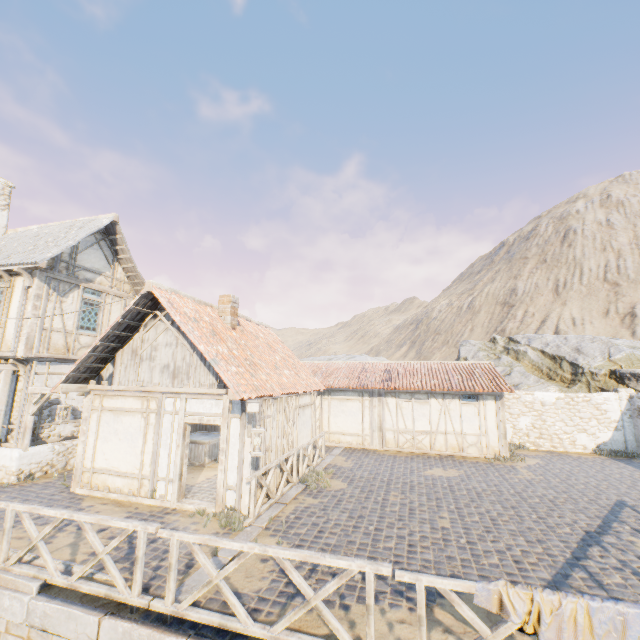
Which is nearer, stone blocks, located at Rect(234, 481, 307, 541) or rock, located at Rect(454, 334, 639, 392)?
stone blocks, located at Rect(234, 481, 307, 541)

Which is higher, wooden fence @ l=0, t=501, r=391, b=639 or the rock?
the rock

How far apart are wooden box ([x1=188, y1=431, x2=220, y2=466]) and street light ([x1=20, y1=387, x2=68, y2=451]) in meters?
3.6

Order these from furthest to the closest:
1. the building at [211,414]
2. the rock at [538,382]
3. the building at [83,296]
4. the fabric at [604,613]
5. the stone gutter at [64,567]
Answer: the rock at [538,382], the building at [83,296], the building at [211,414], the stone gutter at [64,567], the fabric at [604,613]

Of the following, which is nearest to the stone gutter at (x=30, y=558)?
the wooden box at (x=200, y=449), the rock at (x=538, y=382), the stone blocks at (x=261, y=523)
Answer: the stone blocks at (x=261, y=523)

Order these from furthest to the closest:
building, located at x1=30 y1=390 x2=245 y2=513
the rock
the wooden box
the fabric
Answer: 1. the rock
2. the wooden box
3. building, located at x1=30 y1=390 x2=245 y2=513
4. the fabric

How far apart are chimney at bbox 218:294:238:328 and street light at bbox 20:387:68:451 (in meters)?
5.38

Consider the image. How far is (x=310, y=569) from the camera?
5.9 meters
